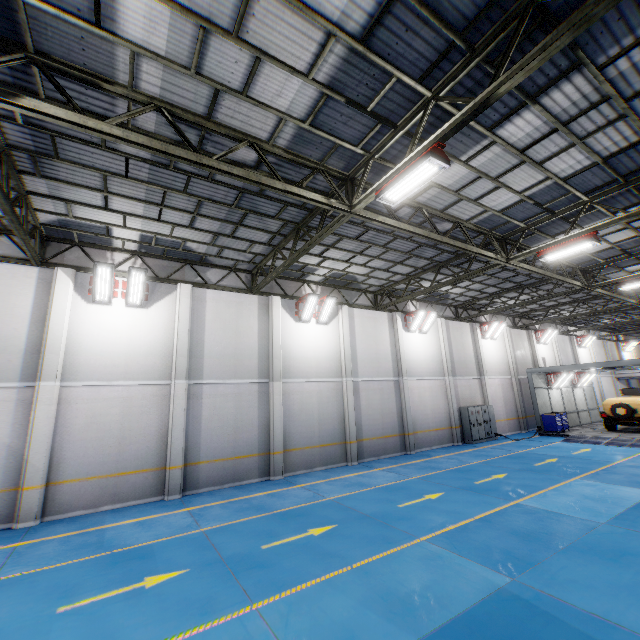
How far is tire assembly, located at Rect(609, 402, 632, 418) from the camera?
19.6m

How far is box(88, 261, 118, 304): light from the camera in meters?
10.9 m

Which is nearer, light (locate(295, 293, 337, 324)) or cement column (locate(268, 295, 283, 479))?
cement column (locate(268, 295, 283, 479))

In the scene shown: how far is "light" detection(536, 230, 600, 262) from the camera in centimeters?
1023cm

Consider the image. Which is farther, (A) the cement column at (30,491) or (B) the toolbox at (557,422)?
(B) the toolbox at (557,422)

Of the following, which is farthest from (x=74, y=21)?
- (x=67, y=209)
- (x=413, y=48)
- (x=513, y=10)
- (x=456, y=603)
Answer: (x=456, y=603)

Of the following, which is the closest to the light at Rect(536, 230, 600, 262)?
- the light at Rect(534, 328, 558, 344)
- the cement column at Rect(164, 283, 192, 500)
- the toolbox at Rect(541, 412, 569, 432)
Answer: the cement column at Rect(164, 283, 192, 500)

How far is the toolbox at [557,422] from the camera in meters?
21.2
